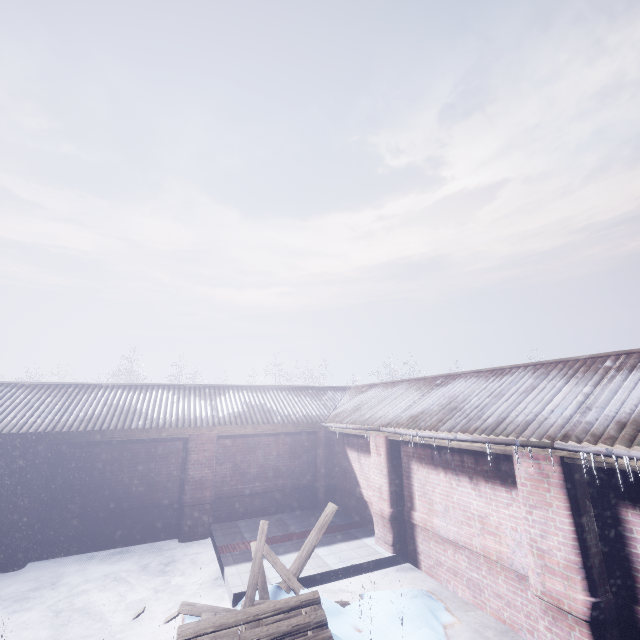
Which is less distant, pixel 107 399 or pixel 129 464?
pixel 129 464
